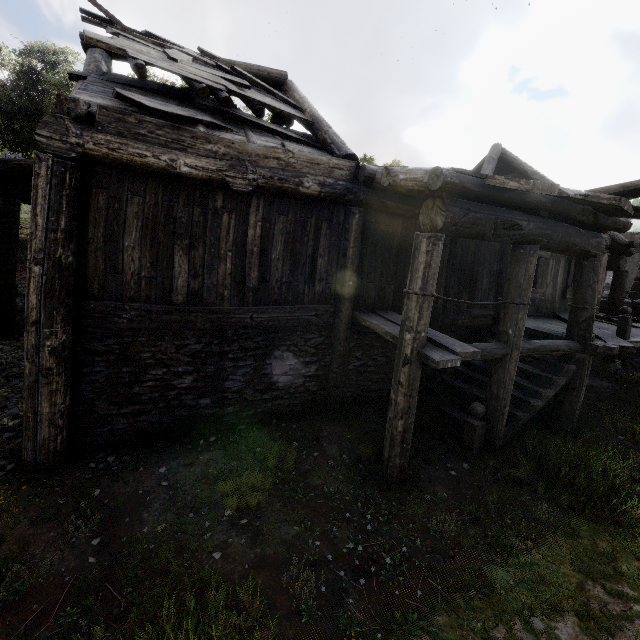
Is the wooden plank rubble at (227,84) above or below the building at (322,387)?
above

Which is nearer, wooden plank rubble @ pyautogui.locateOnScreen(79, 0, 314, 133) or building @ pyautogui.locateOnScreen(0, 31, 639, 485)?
building @ pyautogui.locateOnScreen(0, 31, 639, 485)

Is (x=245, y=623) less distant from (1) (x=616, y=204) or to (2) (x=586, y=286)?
(1) (x=616, y=204)

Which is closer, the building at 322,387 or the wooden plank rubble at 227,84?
the building at 322,387

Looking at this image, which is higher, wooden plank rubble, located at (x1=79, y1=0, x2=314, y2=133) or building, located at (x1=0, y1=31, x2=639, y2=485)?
wooden plank rubble, located at (x1=79, y1=0, x2=314, y2=133)
